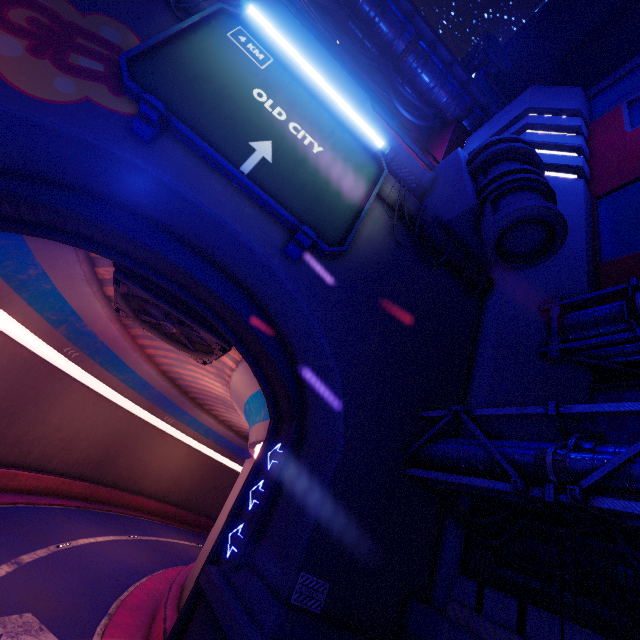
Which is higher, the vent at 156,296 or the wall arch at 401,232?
the wall arch at 401,232

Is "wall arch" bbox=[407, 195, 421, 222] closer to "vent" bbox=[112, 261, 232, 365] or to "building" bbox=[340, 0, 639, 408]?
"building" bbox=[340, 0, 639, 408]

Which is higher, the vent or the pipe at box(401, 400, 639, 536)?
the vent

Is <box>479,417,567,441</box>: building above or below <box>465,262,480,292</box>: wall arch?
below

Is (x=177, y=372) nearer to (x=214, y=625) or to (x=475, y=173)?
(x=214, y=625)

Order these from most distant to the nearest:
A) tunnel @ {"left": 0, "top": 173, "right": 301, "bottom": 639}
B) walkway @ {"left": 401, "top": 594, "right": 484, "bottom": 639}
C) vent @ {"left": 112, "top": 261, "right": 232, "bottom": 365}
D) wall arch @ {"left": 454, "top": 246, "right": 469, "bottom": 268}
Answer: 1. wall arch @ {"left": 454, "top": 246, "right": 469, "bottom": 268}
2. vent @ {"left": 112, "top": 261, "right": 232, "bottom": 365}
3. tunnel @ {"left": 0, "top": 173, "right": 301, "bottom": 639}
4. walkway @ {"left": 401, "top": 594, "right": 484, "bottom": 639}

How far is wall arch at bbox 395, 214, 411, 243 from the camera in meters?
13.1

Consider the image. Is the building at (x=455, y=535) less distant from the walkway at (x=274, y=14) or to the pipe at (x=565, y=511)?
the pipe at (x=565, y=511)
